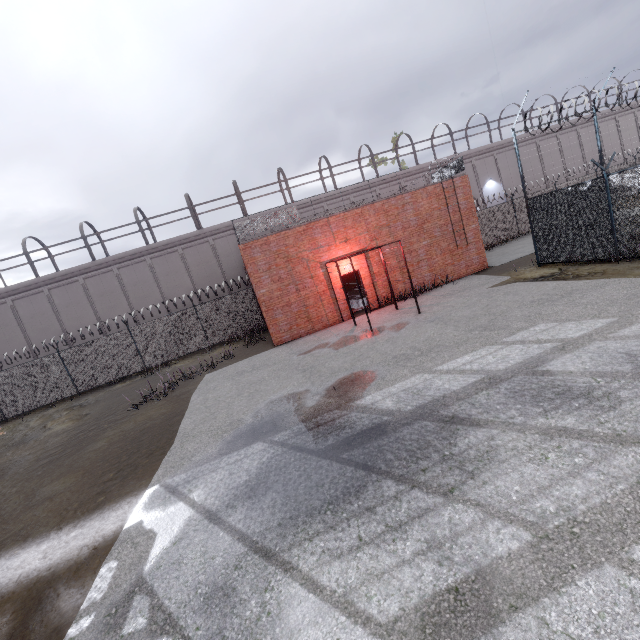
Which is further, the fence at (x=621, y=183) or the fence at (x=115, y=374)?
the fence at (x=115, y=374)

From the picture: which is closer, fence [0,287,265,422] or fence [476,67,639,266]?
fence [476,67,639,266]

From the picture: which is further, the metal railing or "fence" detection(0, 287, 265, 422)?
"fence" detection(0, 287, 265, 422)

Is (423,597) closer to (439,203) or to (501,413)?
(501,413)

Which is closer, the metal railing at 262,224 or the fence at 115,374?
the metal railing at 262,224

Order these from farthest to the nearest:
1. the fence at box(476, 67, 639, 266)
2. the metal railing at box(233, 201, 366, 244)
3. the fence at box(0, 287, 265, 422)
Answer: the fence at box(0, 287, 265, 422) < the metal railing at box(233, 201, 366, 244) < the fence at box(476, 67, 639, 266)

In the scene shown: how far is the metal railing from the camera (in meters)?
14.40
